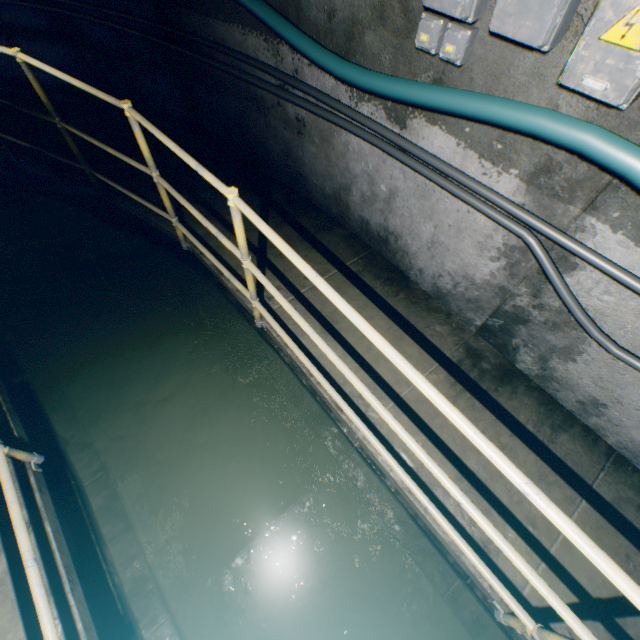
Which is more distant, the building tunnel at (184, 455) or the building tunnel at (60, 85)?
the building tunnel at (60, 85)

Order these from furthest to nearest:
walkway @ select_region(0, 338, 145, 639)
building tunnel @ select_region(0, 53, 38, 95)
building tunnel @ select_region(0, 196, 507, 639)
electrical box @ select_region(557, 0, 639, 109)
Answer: building tunnel @ select_region(0, 53, 38, 95)
building tunnel @ select_region(0, 196, 507, 639)
walkway @ select_region(0, 338, 145, 639)
electrical box @ select_region(557, 0, 639, 109)

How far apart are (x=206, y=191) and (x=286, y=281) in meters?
1.6 m

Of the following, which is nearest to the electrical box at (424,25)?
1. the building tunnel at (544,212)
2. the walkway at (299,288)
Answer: the building tunnel at (544,212)

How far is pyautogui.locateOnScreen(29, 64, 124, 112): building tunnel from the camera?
4.36m

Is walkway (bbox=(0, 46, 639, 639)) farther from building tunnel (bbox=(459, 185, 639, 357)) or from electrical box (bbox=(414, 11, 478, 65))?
electrical box (bbox=(414, 11, 478, 65))

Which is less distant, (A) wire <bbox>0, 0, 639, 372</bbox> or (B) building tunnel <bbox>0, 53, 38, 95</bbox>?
(A) wire <bbox>0, 0, 639, 372</bbox>

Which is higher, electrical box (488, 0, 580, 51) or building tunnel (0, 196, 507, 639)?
electrical box (488, 0, 580, 51)
